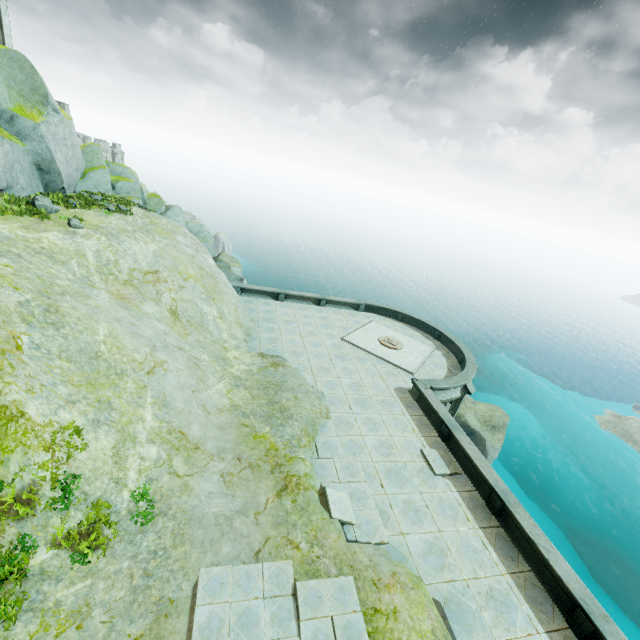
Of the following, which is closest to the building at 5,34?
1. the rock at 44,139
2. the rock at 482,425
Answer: the rock at 44,139

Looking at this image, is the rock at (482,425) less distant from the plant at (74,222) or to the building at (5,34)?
the plant at (74,222)

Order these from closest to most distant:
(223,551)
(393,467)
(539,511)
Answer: (223,551) < (393,467) < (539,511)

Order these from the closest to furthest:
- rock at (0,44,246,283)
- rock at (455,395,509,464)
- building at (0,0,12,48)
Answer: rock at (0,44,246,283) < building at (0,0,12,48) < rock at (455,395,509,464)

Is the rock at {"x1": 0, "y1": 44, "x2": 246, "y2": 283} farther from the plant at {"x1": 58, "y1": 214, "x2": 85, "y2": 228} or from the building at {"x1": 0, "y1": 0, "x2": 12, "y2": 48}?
the plant at {"x1": 58, "y1": 214, "x2": 85, "y2": 228}

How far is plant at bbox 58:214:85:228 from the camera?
15.5m

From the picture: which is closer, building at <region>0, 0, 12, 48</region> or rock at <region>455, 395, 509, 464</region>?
building at <region>0, 0, 12, 48</region>

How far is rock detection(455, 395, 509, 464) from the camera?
28.6 meters
